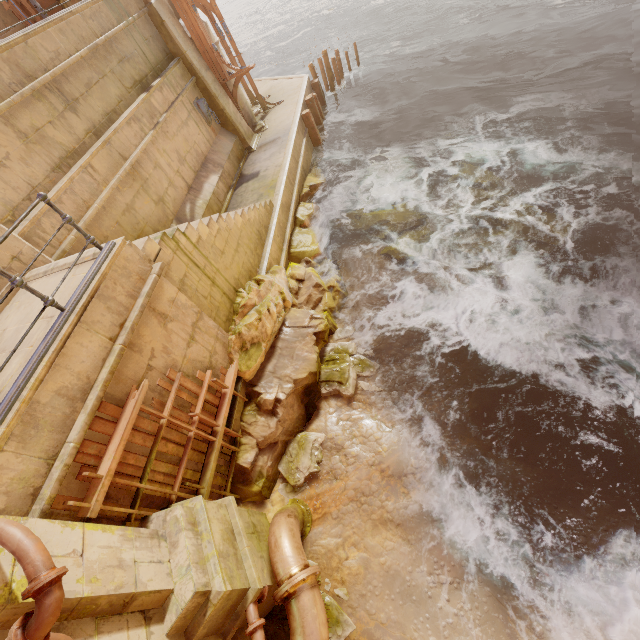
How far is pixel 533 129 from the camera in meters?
11.5 m

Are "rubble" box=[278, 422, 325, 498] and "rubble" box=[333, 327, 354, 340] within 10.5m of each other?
yes

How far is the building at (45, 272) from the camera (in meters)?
4.96

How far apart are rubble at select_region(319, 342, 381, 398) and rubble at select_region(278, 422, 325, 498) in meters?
0.7

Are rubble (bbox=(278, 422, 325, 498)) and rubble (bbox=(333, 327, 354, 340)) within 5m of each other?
yes

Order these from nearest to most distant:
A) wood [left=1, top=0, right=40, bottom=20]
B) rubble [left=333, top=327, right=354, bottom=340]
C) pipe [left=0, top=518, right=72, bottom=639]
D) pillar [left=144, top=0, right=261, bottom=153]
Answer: pipe [left=0, top=518, right=72, bottom=639] → rubble [left=333, top=327, right=354, bottom=340] → wood [left=1, top=0, right=40, bottom=20] → pillar [left=144, top=0, right=261, bottom=153]

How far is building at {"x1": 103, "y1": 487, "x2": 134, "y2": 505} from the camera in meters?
4.1

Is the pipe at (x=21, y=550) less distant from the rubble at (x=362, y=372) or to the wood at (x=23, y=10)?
the rubble at (x=362, y=372)
